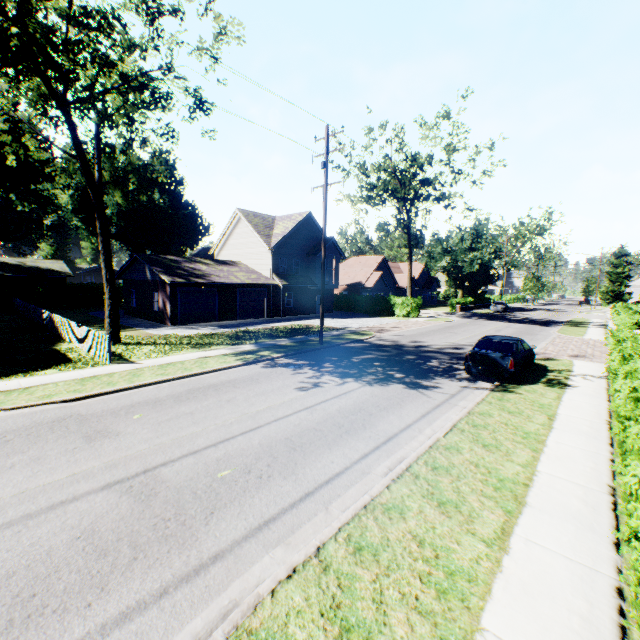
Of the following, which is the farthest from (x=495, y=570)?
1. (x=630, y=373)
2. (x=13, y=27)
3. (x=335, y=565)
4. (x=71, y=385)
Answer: (x=13, y=27)

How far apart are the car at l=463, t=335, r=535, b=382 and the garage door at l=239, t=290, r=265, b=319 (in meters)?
20.83

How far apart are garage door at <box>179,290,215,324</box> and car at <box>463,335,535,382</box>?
20.90m

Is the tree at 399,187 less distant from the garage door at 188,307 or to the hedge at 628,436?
the hedge at 628,436

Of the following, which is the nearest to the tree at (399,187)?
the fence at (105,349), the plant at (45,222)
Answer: the plant at (45,222)

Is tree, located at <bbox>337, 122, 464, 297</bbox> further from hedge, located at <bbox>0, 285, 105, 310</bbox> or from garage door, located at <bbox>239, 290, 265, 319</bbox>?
garage door, located at <bbox>239, 290, 265, 319</bbox>

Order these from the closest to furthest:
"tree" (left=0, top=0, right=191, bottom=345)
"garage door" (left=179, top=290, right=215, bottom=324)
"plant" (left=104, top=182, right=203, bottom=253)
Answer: "tree" (left=0, top=0, right=191, bottom=345)
"garage door" (left=179, top=290, right=215, bottom=324)
"plant" (left=104, top=182, right=203, bottom=253)

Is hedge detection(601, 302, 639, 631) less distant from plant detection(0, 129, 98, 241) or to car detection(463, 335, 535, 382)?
car detection(463, 335, 535, 382)
